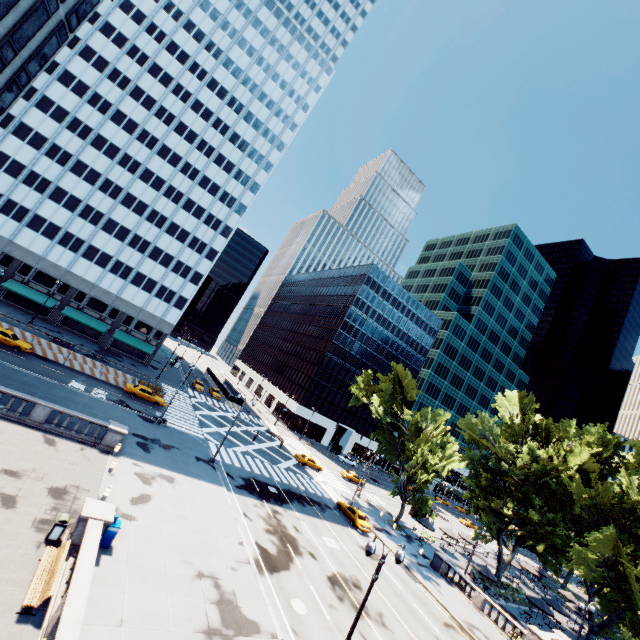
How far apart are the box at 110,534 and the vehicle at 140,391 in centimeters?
2610cm

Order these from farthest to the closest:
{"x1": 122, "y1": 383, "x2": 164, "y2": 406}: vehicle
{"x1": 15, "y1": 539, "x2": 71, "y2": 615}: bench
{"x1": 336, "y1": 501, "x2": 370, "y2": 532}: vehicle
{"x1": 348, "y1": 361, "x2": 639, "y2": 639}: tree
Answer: {"x1": 122, "y1": 383, "x2": 164, "y2": 406}: vehicle
{"x1": 336, "y1": 501, "x2": 370, "y2": 532}: vehicle
{"x1": 348, "y1": 361, "x2": 639, "y2": 639}: tree
{"x1": 15, "y1": 539, "x2": 71, "y2": 615}: bench

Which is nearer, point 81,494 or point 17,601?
point 17,601

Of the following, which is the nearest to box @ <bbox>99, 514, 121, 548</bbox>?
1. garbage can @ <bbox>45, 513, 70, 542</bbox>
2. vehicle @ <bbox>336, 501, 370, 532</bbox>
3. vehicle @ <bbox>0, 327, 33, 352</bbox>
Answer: garbage can @ <bbox>45, 513, 70, 542</bbox>

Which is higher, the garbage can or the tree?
the tree

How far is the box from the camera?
15.62m

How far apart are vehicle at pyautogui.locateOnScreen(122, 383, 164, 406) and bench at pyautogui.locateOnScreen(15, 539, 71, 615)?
27.9 meters

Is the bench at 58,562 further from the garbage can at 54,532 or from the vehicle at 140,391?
the vehicle at 140,391
